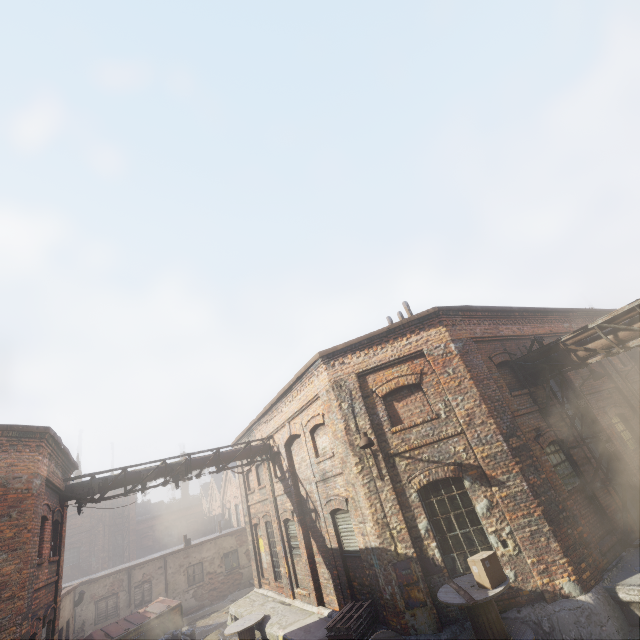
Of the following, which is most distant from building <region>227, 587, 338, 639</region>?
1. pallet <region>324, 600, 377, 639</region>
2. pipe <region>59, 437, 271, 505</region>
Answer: pipe <region>59, 437, 271, 505</region>

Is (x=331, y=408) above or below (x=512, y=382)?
above

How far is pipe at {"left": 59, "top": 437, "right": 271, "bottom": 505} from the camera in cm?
1156

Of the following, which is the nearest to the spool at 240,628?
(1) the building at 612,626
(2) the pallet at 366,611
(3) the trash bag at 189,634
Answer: (1) the building at 612,626

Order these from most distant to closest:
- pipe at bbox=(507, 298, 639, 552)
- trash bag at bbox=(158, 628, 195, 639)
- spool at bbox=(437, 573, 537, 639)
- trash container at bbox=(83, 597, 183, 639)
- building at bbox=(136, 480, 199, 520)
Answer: building at bbox=(136, 480, 199, 520) < trash bag at bbox=(158, 628, 195, 639) < trash container at bbox=(83, 597, 183, 639) < pipe at bbox=(507, 298, 639, 552) < spool at bbox=(437, 573, 537, 639)

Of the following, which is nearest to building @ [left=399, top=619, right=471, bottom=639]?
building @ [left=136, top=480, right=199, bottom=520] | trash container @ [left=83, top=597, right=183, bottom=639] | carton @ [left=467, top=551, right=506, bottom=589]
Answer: carton @ [left=467, top=551, right=506, bottom=589]

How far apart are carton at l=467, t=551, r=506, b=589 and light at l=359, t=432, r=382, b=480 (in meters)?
2.69

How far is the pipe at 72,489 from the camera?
11.56m
